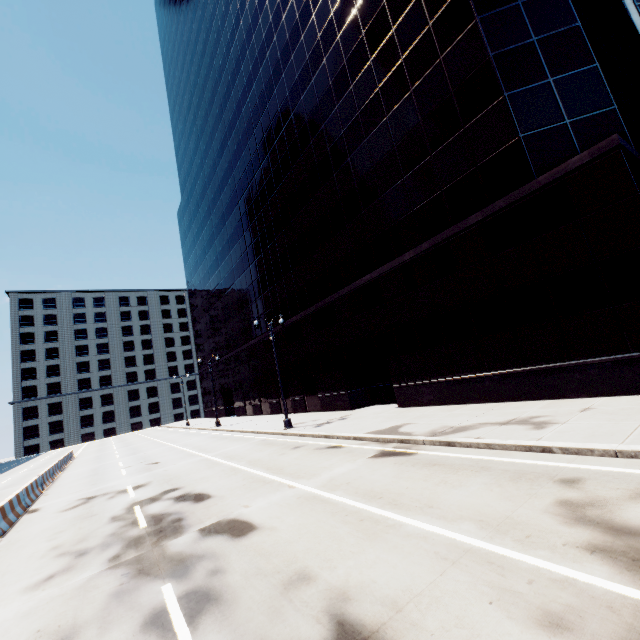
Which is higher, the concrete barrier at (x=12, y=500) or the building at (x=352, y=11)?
the building at (x=352, y=11)

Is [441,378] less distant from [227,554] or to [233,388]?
[227,554]

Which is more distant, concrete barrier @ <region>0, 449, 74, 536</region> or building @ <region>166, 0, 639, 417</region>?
building @ <region>166, 0, 639, 417</region>

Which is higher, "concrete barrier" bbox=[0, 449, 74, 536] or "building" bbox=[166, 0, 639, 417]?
"building" bbox=[166, 0, 639, 417]

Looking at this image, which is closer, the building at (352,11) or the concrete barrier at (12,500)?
the concrete barrier at (12,500)
